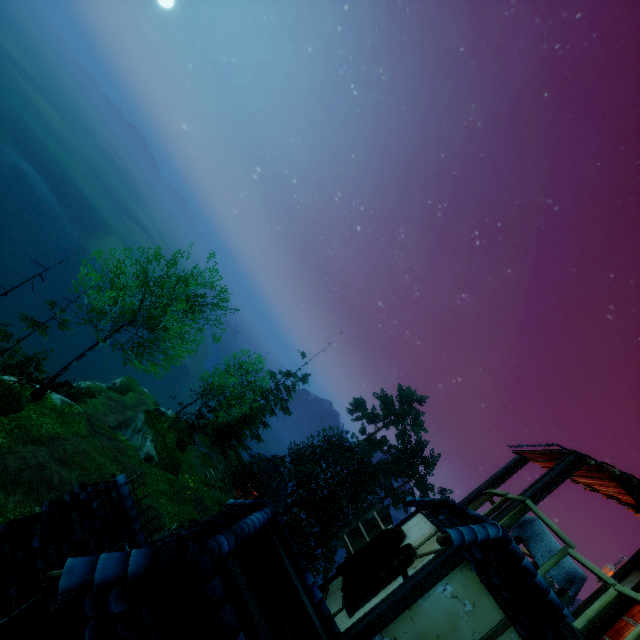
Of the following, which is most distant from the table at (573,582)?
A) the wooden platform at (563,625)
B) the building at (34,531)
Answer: the wooden platform at (563,625)

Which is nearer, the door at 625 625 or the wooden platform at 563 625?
the wooden platform at 563 625

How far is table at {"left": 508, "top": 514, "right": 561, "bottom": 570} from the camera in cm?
584

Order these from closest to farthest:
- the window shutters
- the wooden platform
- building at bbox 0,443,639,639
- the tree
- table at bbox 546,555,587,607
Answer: building at bbox 0,443,639,639, the window shutters, the wooden platform, table at bbox 546,555,587,607, the tree

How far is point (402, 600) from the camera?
5.0 meters

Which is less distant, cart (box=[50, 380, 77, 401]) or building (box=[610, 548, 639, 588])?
building (box=[610, 548, 639, 588])

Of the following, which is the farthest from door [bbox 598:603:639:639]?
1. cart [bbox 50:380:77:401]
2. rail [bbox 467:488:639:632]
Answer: cart [bbox 50:380:77:401]

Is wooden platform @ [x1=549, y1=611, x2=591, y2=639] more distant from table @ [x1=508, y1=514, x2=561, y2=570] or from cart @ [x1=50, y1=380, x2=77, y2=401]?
cart @ [x1=50, y1=380, x2=77, y2=401]
